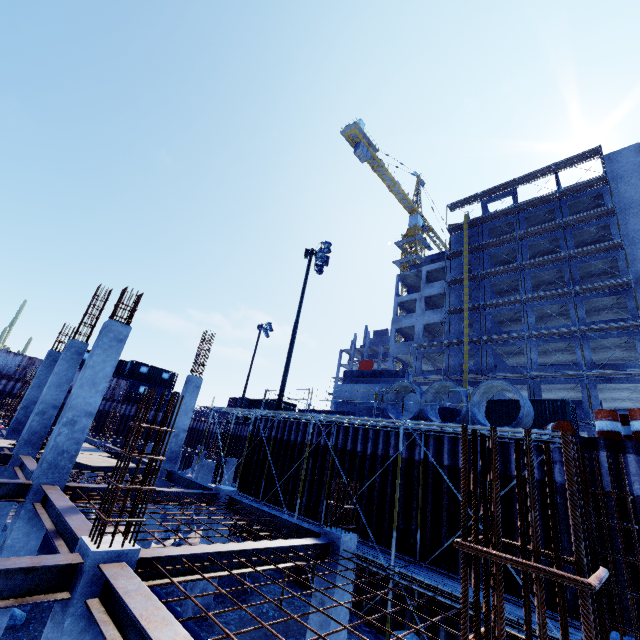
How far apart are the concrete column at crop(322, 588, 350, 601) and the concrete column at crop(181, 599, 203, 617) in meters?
4.4 m

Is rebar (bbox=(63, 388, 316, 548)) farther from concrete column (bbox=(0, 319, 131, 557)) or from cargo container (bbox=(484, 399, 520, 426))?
cargo container (bbox=(484, 399, 520, 426))

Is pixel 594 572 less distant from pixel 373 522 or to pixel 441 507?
pixel 441 507

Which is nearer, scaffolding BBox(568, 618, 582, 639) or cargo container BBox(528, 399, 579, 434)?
scaffolding BBox(568, 618, 582, 639)

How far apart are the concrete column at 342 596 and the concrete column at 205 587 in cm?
436

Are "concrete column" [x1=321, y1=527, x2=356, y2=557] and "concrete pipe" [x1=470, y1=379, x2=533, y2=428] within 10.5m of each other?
yes

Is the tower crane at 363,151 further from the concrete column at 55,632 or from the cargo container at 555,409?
the concrete column at 55,632

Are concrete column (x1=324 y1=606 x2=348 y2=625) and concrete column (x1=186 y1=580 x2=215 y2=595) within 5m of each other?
yes
